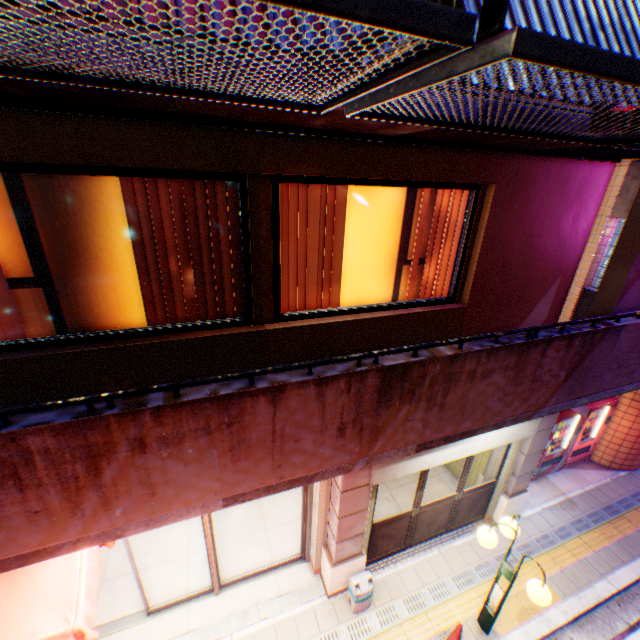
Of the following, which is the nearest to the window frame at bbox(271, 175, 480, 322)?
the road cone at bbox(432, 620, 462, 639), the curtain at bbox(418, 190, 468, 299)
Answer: the curtain at bbox(418, 190, 468, 299)

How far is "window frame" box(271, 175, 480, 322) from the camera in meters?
3.4 m

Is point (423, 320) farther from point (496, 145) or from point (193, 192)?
point (193, 192)

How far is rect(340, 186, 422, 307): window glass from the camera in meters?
4.2 m

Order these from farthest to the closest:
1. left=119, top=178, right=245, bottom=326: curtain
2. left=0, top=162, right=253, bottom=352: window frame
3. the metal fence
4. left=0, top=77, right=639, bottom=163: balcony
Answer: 1. left=119, top=178, right=245, bottom=326: curtain
2. left=0, top=162, right=253, bottom=352: window frame
3. left=0, top=77, right=639, bottom=163: balcony
4. the metal fence

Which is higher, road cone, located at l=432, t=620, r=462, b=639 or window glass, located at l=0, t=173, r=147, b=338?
window glass, located at l=0, t=173, r=147, b=338

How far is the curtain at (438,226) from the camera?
4.3m

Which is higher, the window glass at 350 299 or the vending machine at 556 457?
the window glass at 350 299
